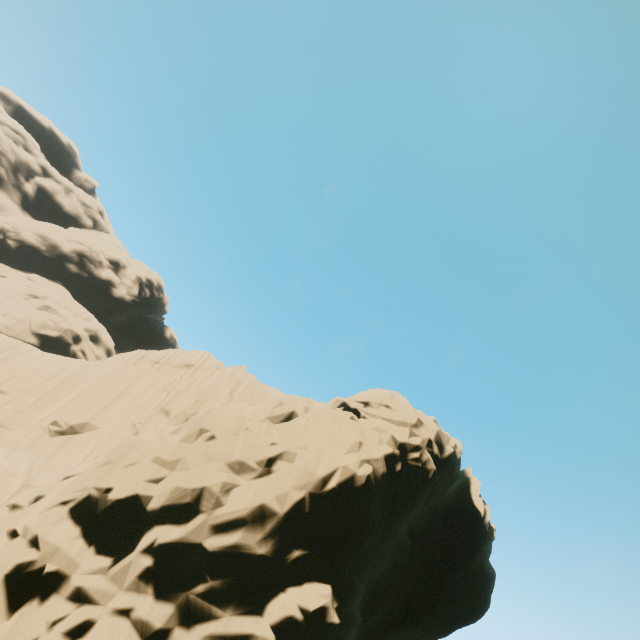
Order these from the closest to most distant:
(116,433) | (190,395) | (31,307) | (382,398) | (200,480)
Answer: (200,480), (382,398), (116,433), (190,395), (31,307)
